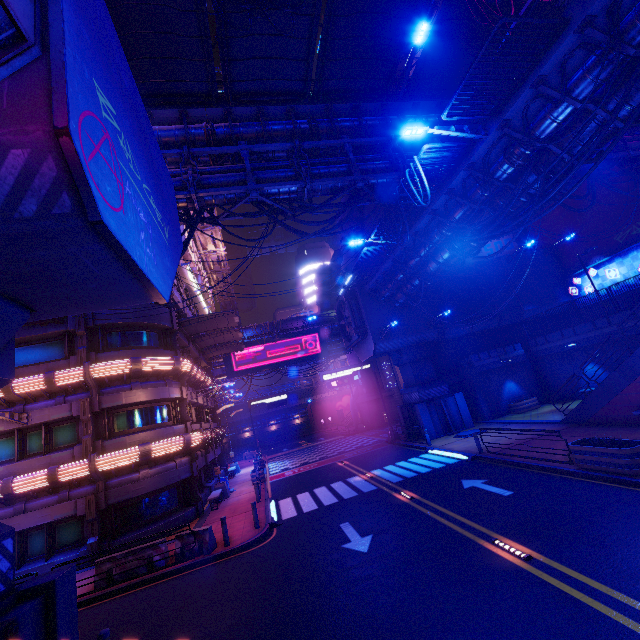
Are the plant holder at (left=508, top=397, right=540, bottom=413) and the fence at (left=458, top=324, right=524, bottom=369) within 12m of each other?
yes

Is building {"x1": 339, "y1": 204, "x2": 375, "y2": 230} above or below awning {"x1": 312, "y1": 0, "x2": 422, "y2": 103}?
above

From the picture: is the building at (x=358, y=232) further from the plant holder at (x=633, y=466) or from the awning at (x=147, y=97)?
the plant holder at (x=633, y=466)

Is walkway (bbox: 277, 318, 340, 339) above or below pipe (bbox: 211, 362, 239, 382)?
above

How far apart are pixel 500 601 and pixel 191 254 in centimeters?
2638cm

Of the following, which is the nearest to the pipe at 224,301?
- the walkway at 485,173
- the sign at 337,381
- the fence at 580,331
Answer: the walkway at 485,173

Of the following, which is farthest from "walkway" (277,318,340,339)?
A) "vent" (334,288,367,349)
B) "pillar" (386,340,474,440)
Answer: "pillar" (386,340,474,440)

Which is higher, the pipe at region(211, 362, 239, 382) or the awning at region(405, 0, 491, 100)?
the awning at region(405, 0, 491, 100)
